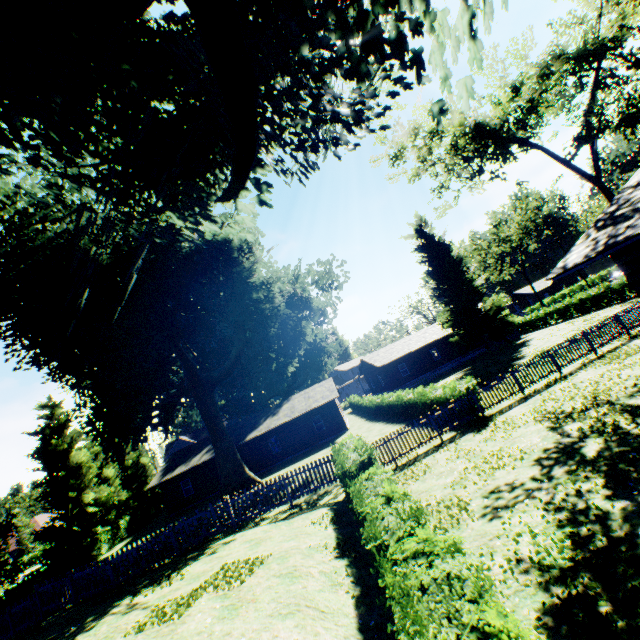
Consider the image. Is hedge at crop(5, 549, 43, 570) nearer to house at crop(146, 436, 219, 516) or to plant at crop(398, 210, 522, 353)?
plant at crop(398, 210, 522, 353)

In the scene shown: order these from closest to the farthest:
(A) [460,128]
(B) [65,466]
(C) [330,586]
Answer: (C) [330,586], (A) [460,128], (B) [65,466]

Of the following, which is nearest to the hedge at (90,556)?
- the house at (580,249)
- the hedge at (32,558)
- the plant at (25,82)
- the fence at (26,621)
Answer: the fence at (26,621)

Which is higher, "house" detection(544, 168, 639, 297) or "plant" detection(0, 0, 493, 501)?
"plant" detection(0, 0, 493, 501)

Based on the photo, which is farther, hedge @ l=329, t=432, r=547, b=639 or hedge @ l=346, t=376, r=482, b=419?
hedge @ l=346, t=376, r=482, b=419

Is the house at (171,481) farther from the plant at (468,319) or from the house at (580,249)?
the house at (580,249)

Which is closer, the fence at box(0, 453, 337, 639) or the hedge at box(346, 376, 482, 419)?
the fence at box(0, 453, 337, 639)
